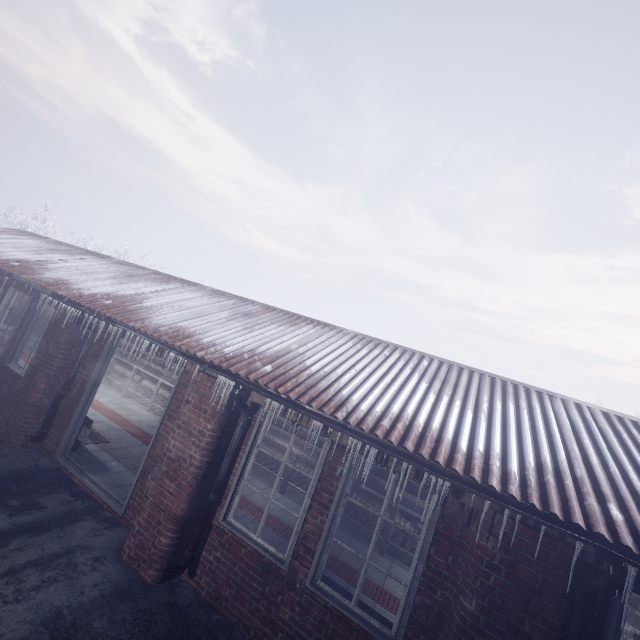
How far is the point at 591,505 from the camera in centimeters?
235cm

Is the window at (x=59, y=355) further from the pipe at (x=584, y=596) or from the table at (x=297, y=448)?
the pipe at (x=584, y=596)

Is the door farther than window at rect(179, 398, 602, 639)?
Yes

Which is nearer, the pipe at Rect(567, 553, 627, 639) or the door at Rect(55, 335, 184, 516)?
the pipe at Rect(567, 553, 627, 639)

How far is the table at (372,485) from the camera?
5.4m

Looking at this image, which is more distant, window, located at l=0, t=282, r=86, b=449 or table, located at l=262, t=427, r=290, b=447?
table, located at l=262, t=427, r=290, b=447

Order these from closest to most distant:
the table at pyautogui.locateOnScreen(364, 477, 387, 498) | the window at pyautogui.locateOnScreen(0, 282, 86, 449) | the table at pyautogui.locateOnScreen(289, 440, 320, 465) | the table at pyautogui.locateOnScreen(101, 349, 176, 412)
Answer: the window at pyautogui.locateOnScreen(0, 282, 86, 449) → the table at pyautogui.locateOnScreen(364, 477, 387, 498) → the table at pyautogui.locateOnScreen(289, 440, 320, 465) → the table at pyautogui.locateOnScreen(101, 349, 176, 412)

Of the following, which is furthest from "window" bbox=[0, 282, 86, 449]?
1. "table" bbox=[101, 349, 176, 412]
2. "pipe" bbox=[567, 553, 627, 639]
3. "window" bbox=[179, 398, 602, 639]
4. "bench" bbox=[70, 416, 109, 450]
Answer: "pipe" bbox=[567, 553, 627, 639]
